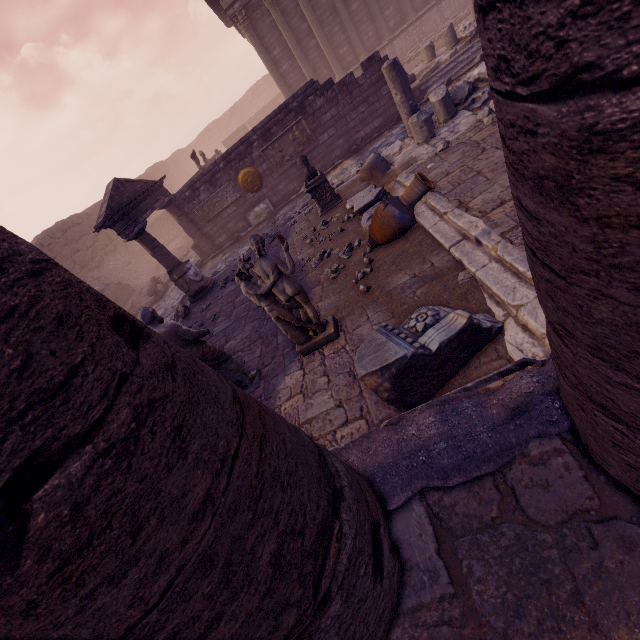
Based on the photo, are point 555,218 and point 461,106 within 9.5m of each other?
yes

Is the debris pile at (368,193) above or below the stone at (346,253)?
above

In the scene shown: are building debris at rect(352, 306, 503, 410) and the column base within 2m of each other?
no

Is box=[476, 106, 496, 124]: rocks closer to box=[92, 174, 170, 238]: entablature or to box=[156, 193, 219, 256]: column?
box=[92, 174, 170, 238]: entablature

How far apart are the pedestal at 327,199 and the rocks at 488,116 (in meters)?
3.39

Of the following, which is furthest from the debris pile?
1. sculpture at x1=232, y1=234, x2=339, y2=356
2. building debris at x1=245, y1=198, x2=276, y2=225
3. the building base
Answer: building debris at x1=245, y1=198, x2=276, y2=225

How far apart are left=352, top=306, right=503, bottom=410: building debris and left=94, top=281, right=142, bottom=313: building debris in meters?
15.7 m

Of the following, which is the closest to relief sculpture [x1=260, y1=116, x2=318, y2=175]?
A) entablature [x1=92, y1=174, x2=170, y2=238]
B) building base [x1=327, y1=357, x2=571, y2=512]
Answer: entablature [x1=92, y1=174, x2=170, y2=238]
